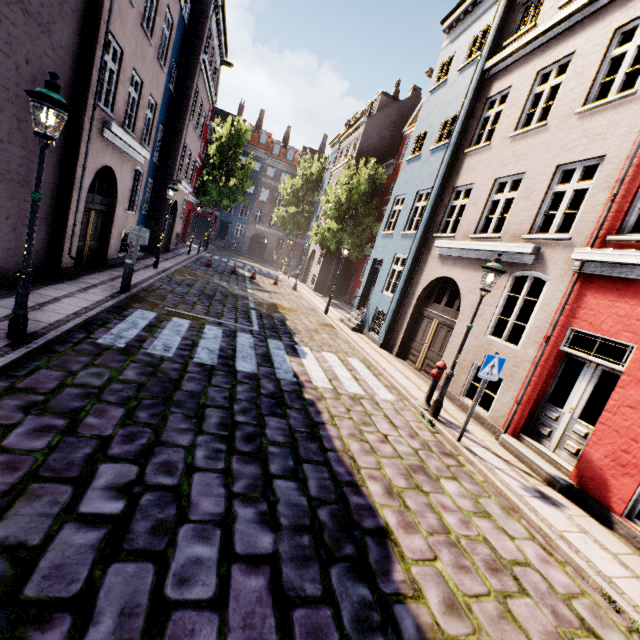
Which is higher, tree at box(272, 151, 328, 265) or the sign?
tree at box(272, 151, 328, 265)

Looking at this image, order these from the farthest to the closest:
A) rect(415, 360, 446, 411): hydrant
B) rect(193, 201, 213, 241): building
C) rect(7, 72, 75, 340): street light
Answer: rect(193, 201, 213, 241): building < rect(415, 360, 446, 411): hydrant < rect(7, 72, 75, 340): street light

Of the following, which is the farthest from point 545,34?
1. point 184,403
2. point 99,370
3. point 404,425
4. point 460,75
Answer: point 99,370

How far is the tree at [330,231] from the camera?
21.6m

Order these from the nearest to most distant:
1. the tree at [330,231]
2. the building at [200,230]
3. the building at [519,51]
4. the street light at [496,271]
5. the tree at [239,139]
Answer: the building at [519,51]
the street light at [496,271]
the tree at [330,231]
the tree at [239,139]
the building at [200,230]

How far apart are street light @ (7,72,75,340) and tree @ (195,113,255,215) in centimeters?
3053cm

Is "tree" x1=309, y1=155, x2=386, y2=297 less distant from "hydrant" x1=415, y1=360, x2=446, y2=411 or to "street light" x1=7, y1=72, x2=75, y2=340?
"street light" x1=7, y1=72, x2=75, y2=340

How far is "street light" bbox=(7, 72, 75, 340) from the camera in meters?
4.3
